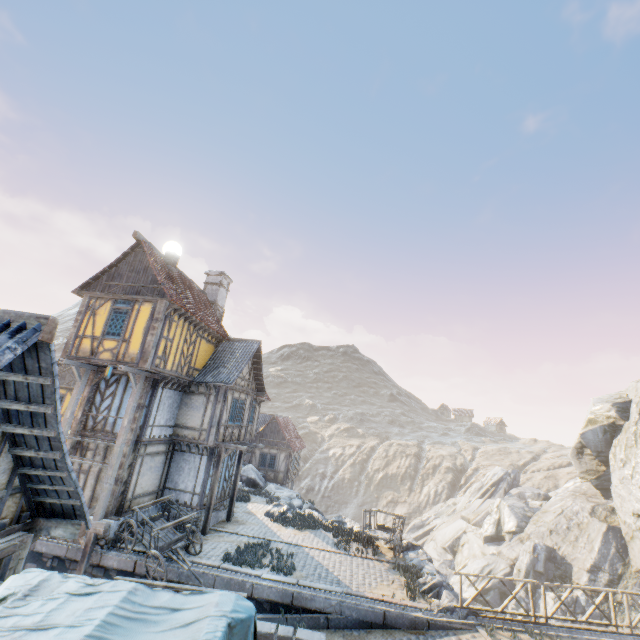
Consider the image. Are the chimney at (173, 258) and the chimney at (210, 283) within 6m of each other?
yes

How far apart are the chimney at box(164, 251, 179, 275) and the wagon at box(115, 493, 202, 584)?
10.5 meters

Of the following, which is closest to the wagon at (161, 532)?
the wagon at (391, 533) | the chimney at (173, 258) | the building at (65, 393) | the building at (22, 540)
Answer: the building at (22, 540)

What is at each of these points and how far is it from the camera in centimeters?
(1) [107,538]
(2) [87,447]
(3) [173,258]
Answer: (1) stone foundation, 1239cm
(2) building, 1427cm
(3) chimney, 1672cm

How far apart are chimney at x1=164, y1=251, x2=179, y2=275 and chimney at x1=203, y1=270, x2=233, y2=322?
4.6m

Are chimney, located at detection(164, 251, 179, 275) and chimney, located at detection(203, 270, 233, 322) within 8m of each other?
yes

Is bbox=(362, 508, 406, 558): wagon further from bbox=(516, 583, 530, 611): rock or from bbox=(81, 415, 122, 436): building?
bbox=(81, 415, 122, 436): building

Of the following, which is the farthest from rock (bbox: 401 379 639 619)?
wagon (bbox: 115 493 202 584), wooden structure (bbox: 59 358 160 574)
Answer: wooden structure (bbox: 59 358 160 574)
